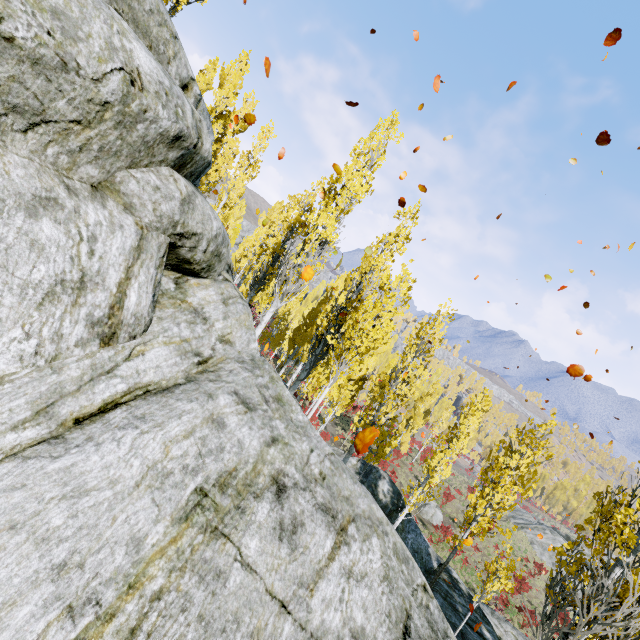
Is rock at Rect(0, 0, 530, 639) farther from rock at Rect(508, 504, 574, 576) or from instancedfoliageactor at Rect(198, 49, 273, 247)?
instancedfoliageactor at Rect(198, 49, 273, 247)

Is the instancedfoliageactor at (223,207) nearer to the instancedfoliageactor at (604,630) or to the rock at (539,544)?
the instancedfoliageactor at (604,630)

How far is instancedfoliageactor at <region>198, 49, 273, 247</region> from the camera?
15.62m

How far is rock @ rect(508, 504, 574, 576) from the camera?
34.2 meters

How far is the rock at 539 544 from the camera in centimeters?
3416cm

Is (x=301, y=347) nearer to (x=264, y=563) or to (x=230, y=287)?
(x=230, y=287)

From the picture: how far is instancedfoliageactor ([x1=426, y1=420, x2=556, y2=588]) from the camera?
8.8 meters
